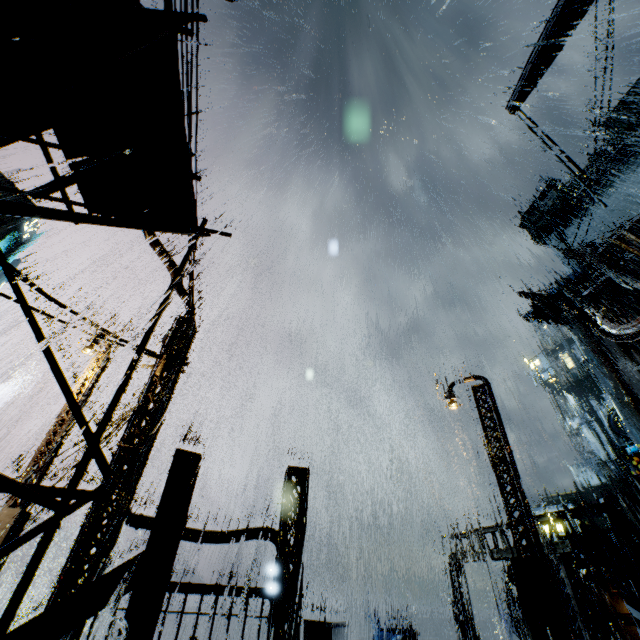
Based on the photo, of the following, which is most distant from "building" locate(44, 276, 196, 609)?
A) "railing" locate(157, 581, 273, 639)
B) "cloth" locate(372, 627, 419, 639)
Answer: "cloth" locate(372, 627, 419, 639)

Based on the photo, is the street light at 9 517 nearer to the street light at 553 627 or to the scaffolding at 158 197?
the scaffolding at 158 197

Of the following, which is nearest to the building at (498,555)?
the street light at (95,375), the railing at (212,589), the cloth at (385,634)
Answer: the railing at (212,589)

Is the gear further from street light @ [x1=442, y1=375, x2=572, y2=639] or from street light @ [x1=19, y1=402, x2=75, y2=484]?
street light @ [x1=19, y1=402, x2=75, y2=484]

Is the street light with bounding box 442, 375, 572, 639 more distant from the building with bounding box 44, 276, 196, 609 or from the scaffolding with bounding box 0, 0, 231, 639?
the scaffolding with bounding box 0, 0, 231, 639

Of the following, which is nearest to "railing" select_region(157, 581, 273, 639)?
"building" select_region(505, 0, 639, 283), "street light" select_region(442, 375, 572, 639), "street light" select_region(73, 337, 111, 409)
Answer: "building" select_region(505, 0, 639, 283)

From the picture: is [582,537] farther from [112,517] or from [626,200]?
[626,200]

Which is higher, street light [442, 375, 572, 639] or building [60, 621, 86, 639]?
street light [442, 375, 572, 639]
